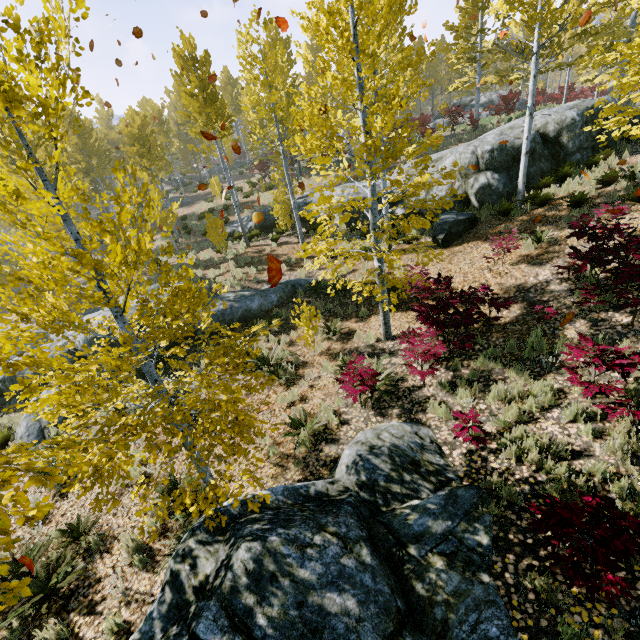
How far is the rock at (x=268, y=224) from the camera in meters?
18.7

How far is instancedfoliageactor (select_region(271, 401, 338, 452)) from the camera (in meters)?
6.73

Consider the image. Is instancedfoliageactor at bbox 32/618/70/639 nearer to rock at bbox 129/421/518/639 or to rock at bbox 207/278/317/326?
rock at bbox 207/278/317/326

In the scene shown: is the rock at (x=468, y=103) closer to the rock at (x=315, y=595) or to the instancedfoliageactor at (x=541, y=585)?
the instancedfoliageactor at (x=541, y=585)

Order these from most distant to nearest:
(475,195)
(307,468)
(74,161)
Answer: (74,161)
(475,195)
(307,468)

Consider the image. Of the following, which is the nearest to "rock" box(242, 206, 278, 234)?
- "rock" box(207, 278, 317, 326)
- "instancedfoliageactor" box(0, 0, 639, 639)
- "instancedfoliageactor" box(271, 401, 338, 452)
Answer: "instancedfoliageactor" box(0, 0, 639, 639)

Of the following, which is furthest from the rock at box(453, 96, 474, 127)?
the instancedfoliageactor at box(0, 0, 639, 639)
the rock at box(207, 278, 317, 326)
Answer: the rock at box(207, 278, 317, 326)

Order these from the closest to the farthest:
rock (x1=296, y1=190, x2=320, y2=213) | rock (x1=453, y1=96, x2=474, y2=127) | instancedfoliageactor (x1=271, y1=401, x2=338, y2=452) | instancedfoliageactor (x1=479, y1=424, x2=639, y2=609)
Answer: instancedfoliageactor (x1=479, y1=424, x2=639, y2=609) < instancedfoliageactor (x1=271, y1=401, x2=338, y2=452) < rock (x1=296, y1=190, x2=320, y2=213) < rock (x1=453, y1=96, x2=474, y2=127)
